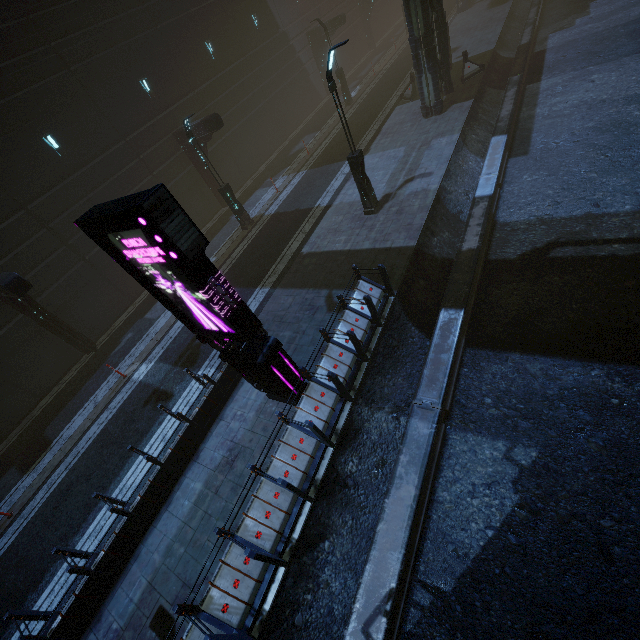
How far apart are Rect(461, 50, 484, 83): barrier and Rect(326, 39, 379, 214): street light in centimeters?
1187cm

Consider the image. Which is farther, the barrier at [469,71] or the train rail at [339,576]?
the barrier at [469,71]

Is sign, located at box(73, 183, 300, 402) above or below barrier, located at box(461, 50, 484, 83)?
above

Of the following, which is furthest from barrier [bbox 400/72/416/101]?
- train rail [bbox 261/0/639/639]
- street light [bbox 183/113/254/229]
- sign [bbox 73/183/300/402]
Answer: sign [bbox 73/183/300/402]

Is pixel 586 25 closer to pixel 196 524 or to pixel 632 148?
pixel 632 148

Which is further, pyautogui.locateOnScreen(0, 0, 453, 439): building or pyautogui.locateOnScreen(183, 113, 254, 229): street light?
pyautogui.locateOnScreen(183, 113, 254, 229): street light

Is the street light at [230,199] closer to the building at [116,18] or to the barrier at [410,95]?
the building at [116,18]

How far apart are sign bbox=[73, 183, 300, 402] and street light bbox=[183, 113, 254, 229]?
10.2 meters
